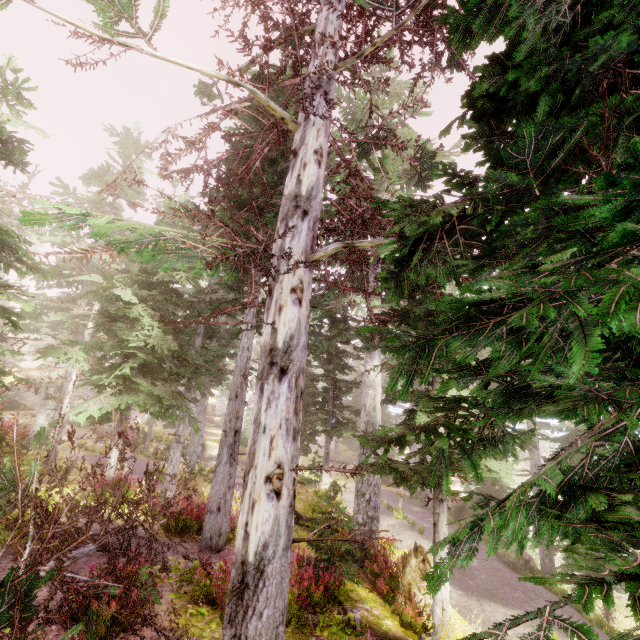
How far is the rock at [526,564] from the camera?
14.5m

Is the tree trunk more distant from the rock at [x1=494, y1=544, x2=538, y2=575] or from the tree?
the tree

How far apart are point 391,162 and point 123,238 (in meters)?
12.08

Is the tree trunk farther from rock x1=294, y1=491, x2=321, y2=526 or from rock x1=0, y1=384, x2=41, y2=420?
rock x1=0, y1=384, x2=41, y2=420

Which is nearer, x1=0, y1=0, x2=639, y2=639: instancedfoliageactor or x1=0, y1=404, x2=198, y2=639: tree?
x1=0, y1=0, x2=639, y2=639: instancedfoliageactor

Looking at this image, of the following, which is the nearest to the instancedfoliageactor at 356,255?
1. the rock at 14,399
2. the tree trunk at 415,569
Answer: the rock at 14,399

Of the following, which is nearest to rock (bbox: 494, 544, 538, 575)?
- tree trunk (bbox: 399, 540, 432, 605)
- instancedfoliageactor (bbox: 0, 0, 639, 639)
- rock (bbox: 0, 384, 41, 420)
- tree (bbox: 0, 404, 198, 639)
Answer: instancedfoliageactor (bbox: 0, 0, 639, 639)

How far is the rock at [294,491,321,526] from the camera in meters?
13.2
